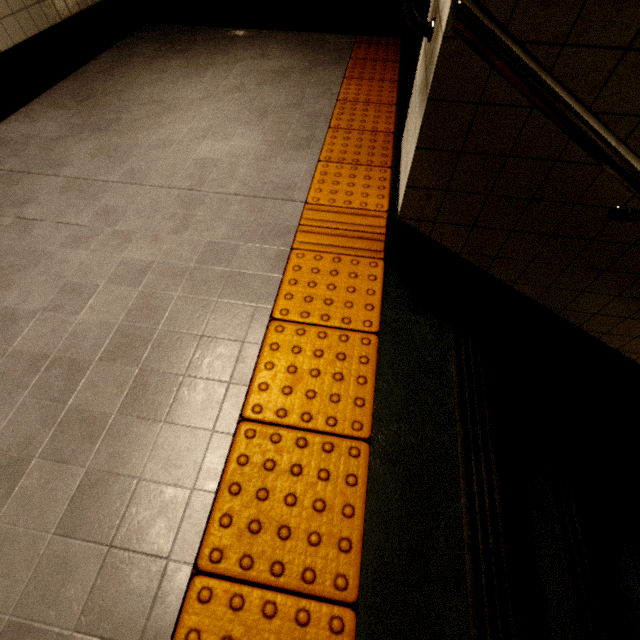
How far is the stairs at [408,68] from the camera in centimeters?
190cm

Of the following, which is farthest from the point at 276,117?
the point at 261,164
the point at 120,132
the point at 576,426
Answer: the point at 576,426

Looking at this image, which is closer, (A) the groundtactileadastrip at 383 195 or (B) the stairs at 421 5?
(A) the groundtactileadastrip at 383 195

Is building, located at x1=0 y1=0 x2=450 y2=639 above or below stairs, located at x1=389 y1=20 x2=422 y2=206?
below

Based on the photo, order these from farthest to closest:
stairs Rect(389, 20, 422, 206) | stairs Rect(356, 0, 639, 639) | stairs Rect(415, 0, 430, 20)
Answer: stairs Rect(415, 0, 430, 20) < stairs Rect(389, 20, 422, 206) < stairs Rect(356, 0, 639, 639)

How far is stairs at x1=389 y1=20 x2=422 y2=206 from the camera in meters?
1.9

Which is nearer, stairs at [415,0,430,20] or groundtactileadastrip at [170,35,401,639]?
groundtactileadastrip at [170,35,401,639]

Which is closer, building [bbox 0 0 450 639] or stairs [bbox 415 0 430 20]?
building [bbox 0 0 450 639]
